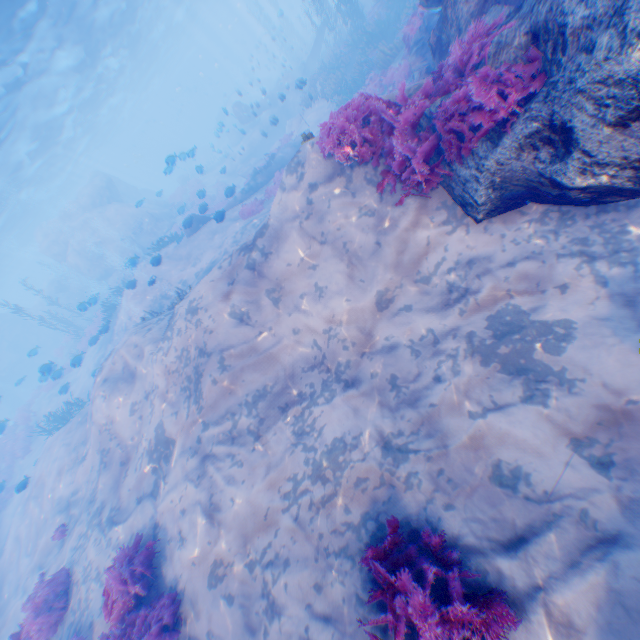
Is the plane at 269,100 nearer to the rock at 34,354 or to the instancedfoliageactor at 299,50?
the instancedfoliageactor at 299,50

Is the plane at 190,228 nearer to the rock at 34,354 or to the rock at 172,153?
the rock at 172,153

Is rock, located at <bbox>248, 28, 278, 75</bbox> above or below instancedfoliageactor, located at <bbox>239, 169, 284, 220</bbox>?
above

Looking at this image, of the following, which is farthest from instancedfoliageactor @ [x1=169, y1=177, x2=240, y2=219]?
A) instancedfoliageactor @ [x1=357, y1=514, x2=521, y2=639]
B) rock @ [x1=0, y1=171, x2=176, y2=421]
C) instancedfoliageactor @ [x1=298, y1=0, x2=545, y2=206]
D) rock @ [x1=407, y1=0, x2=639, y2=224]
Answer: instancedfoliageactor @ [x1=357, y1=514, x2=521, y2=639]

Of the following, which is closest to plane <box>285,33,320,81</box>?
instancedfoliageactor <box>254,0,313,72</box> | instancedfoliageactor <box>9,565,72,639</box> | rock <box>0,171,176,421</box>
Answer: instancedfoliageactor <box>254,0,313,72</box>

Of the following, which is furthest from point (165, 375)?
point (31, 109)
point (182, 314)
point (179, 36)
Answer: point (179, 36)

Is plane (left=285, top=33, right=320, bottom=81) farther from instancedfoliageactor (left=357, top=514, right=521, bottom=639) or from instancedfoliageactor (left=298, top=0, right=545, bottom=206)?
instancedfoliageactor (left=357, top=514, right=521, bottom=639)

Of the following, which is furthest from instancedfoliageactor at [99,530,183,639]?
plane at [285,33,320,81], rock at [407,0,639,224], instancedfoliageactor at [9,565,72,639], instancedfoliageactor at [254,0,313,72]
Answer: plane at [285,33,320,81]
